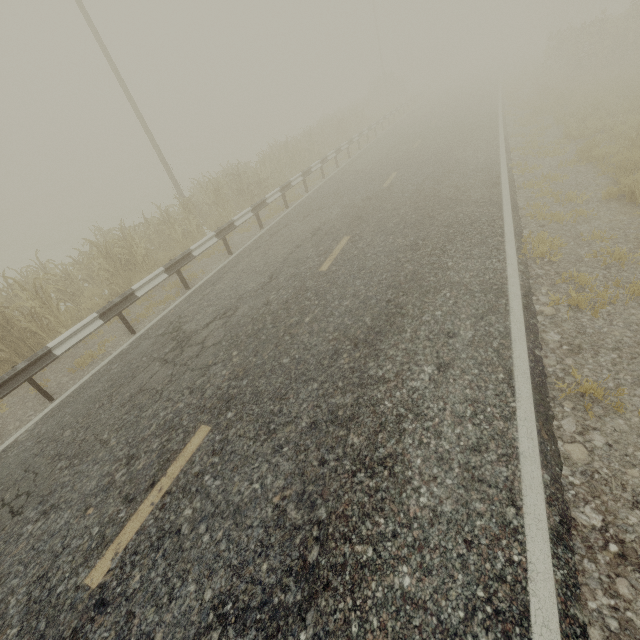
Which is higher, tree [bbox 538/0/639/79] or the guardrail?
tree [bbox 538/0/639/79]

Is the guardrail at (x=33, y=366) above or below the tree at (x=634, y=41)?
below

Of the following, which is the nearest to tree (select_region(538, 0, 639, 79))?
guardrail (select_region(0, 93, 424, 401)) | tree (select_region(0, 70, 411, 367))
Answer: guardrail (select_region(0, 93, 424, 401))

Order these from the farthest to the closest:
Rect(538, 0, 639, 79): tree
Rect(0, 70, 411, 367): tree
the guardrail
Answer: Rect(538, 0, 639, 79): tree, Rect(0, 70, 411, 367): tree, the guardrail

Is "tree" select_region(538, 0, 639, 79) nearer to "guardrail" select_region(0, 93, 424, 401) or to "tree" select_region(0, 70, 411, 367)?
"guardrail" select_region(0, 93, 424, 401)

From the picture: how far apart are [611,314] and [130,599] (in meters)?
6.40

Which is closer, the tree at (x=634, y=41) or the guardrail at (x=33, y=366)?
the guardrail at (x=33, y=366)
